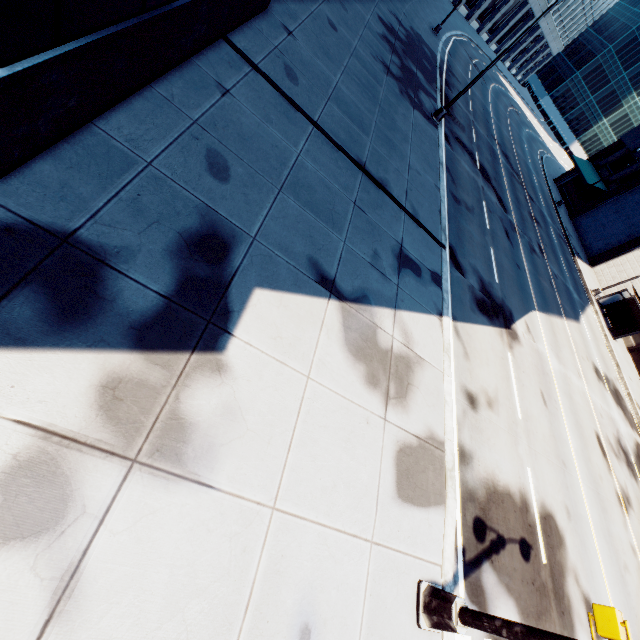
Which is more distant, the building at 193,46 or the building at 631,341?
the building at 631,341

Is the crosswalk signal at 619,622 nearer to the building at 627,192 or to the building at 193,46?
the building at 193,46

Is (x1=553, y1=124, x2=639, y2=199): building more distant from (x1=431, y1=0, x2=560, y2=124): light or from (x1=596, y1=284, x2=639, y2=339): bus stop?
(x1=431, y1=0, x2=560, y2=124): light

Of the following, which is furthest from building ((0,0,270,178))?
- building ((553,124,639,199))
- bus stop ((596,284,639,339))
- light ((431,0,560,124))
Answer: building ((553,124,639,199))

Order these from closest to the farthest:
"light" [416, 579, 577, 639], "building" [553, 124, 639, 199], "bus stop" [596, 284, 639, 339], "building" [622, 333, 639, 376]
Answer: "light" [416, 579, 577, 639] < "bus stop" [596, 284, 639, 339] < "building" [622, 333, 639, 376] < "building" [553, 124, 639, 199]

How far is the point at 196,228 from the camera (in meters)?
5.27

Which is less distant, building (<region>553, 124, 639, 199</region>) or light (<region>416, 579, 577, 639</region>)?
light (<region>416, 579, 577, 639</region>)

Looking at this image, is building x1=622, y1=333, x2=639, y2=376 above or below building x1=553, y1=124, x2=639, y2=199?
below
